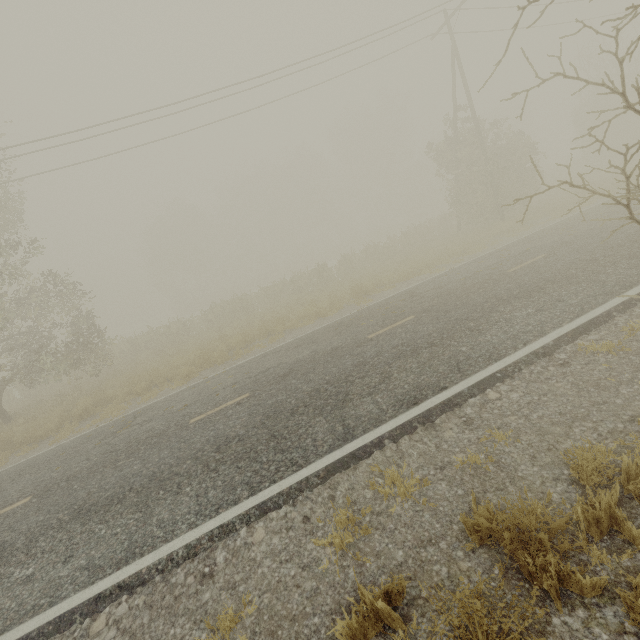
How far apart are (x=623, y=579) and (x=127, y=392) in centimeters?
1498cm
